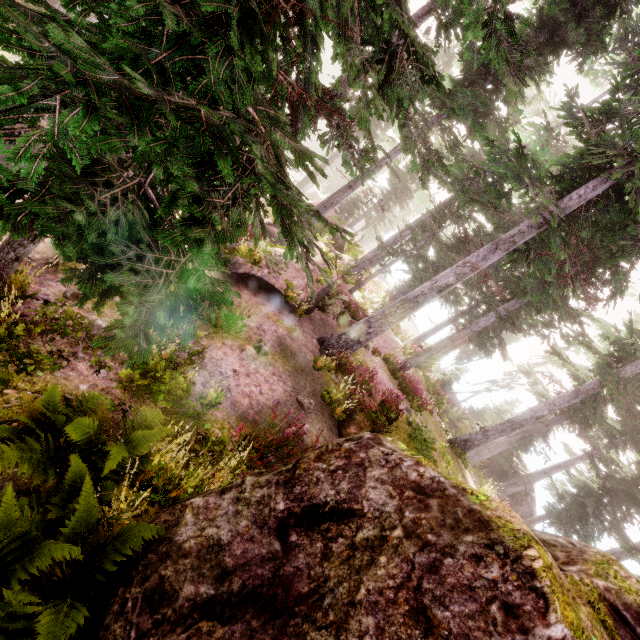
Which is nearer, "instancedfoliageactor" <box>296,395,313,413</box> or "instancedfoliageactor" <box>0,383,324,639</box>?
"instancedfoliageactor" <box>0,383,324,639</box>

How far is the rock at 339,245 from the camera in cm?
1903

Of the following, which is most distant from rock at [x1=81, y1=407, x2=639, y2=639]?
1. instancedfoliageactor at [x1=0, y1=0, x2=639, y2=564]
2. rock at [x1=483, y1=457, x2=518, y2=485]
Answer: rock at [x1=483, y1=457, x2=518, y2=485]

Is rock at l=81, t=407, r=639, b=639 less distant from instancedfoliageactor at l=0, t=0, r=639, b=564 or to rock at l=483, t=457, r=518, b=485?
instancedfoliageactor at l=0, t=0, r=639, b=564

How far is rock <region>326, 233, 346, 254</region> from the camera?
19.03m

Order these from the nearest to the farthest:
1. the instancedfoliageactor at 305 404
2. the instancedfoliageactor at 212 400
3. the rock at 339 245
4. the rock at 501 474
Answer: the instancedfoliageactor at 212 400
the instancedfoliageactor at 305 404
the rock at 339 245
the rock at 501 474

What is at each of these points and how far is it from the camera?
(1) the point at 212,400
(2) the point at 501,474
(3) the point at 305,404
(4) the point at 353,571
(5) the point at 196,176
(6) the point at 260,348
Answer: (1) instancedfoliageactor, 6.2 meters
(2) rock, 26.7 meters
(3) instancedfoliageactor, 8.4 meters
(4) rock, 2.6 meters
(5) instancedfoliageactor, 2.3 meters
(6) instancedfoliageactor, 8.9 meters

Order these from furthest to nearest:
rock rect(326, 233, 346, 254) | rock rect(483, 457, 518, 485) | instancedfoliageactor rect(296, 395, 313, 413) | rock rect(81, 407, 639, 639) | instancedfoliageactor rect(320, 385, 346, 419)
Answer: rock rect(483, 457, 518, 485)
rock rect(326, 233, 346, 254)
instancedfoliageactor rect(320, 385, 346, 419)
instancedfoliageactor rect(296, 395, 313, 413)
rock rect(81, 407, 639, 639)
